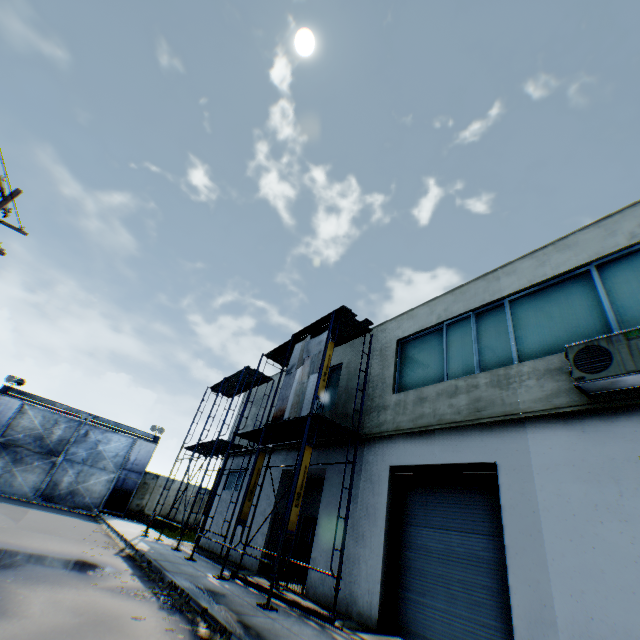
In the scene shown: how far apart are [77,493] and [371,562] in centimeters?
2460cm

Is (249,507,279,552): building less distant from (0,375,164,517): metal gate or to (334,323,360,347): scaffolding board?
(334,323,360,347): scaffolding board

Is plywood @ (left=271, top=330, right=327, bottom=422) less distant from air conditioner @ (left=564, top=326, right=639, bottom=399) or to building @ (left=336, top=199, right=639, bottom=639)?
building @ (left=336, top=199, right=639, bottom=639)

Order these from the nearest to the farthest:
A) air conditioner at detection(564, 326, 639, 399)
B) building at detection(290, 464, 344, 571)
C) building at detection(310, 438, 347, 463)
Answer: air conditioner at detection(564, 326, 639, 399)
building at detection(290, 464, 344, 571)
building at detection(310, 438, 347, 463)

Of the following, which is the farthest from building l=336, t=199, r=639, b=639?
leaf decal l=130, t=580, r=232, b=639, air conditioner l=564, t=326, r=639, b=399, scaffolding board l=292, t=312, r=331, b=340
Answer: leaf decal l=130, t=580, r=232, b=639

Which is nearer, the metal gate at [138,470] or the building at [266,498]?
the building at [266,498]

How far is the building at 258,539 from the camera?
13.7 meters

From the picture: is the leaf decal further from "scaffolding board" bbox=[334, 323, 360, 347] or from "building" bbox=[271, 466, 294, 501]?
"scaffolding board" bbox=[334, 323, 360, 347]
